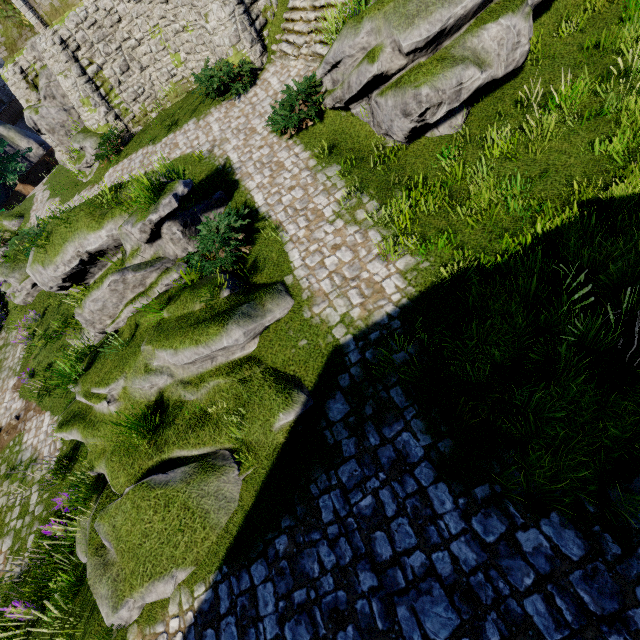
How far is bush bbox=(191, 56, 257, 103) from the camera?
12.3 meters

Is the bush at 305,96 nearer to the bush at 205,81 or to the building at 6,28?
the bush at 205,81

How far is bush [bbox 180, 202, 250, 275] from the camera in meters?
7.7 m

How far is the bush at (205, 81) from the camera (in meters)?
12.34

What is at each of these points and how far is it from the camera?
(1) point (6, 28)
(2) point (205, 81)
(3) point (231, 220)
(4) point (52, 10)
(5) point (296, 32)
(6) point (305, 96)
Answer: (1) building, 15.57m
(2) bush, 12.56m
(3) bush, 7.91m
(4) building, 13.86m
(5) stairs, 11.77m
(6) bush, 9.22m

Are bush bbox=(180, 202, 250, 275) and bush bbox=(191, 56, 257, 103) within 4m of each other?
no

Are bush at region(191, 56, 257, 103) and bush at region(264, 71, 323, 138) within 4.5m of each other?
yes

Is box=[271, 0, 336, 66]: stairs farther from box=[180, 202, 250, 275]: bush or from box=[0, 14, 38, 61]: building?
box=[180, 202, 250, 275]: bush
